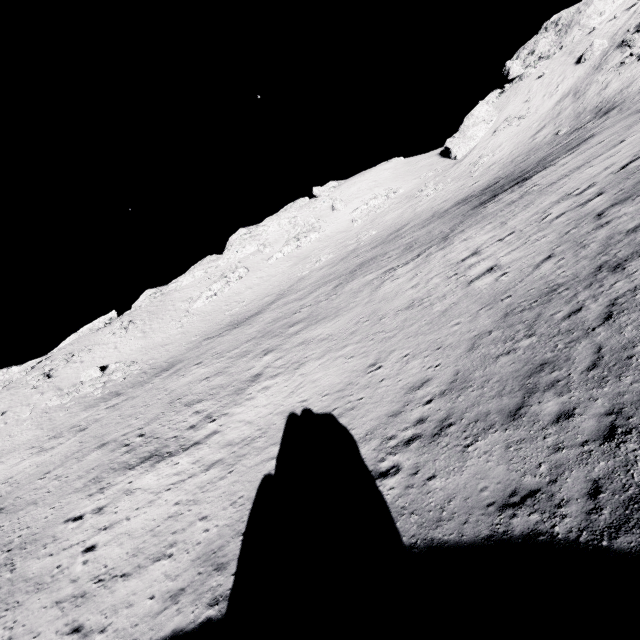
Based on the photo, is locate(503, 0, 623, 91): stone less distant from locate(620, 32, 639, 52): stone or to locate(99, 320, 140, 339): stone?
locate(620, 32, 639, 52): stone

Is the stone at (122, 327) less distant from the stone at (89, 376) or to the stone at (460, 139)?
the stone at (89, 376)

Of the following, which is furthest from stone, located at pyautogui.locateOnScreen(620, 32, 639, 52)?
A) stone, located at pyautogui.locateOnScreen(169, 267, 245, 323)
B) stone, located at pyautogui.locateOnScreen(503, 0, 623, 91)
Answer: stone, located at pyautogui.locateOnScreen(169, 267, 245, 323)

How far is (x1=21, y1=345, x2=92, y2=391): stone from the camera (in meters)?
43.45

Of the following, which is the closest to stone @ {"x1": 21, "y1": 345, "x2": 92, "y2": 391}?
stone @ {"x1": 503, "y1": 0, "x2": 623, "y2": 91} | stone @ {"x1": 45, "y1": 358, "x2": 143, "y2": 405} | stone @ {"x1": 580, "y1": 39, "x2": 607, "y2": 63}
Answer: stone @ {"x1": 45, "y1": 358, "x2": 143, "y2": 405}

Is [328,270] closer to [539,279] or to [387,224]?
[387,224]

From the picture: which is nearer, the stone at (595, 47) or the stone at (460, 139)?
the stone at (595, 47)

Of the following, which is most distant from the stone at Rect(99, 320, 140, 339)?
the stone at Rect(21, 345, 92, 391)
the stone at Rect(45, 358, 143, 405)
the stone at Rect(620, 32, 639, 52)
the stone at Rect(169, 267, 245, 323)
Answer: the stone at Rect(620, 32, 639, 52)
